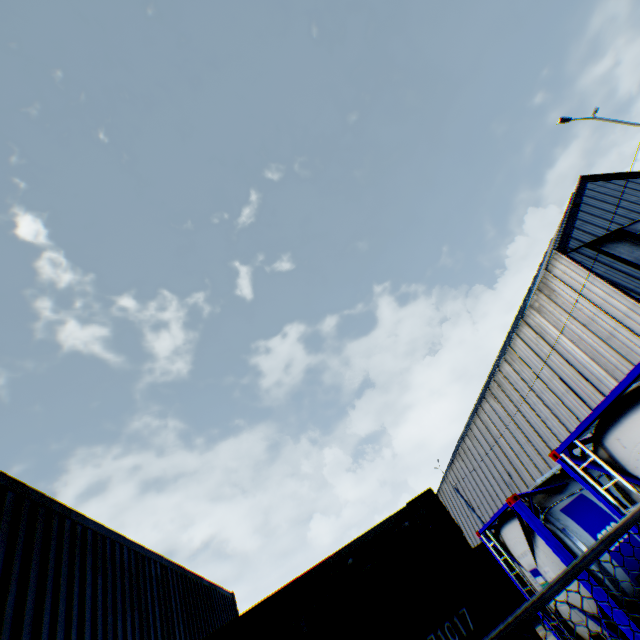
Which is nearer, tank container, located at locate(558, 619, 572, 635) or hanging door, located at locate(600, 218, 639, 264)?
tank container, located at locate(558, 619, 572, 635)

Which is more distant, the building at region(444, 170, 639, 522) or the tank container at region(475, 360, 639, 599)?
the building at region(444, 170, 639, 522)

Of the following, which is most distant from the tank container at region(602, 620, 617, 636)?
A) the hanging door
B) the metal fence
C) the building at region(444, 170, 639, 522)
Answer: the hanging door

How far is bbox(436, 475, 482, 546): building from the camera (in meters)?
38.42

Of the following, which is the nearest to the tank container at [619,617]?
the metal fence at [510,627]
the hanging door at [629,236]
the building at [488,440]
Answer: the metal fence at [510,627]

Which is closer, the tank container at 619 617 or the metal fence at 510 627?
the metal fence at 510 627

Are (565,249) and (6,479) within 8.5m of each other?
no

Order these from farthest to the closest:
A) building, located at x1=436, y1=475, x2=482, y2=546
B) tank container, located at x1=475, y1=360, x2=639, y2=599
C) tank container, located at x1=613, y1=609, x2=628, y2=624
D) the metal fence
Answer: building, located at x1=436, y1=475, x2=482, y2=546, tank container, located at x1=613, y1=609, x2=628, y2=624, tank container, located at x1=475, y1=360, x2=639, y2=599, the metal fence
